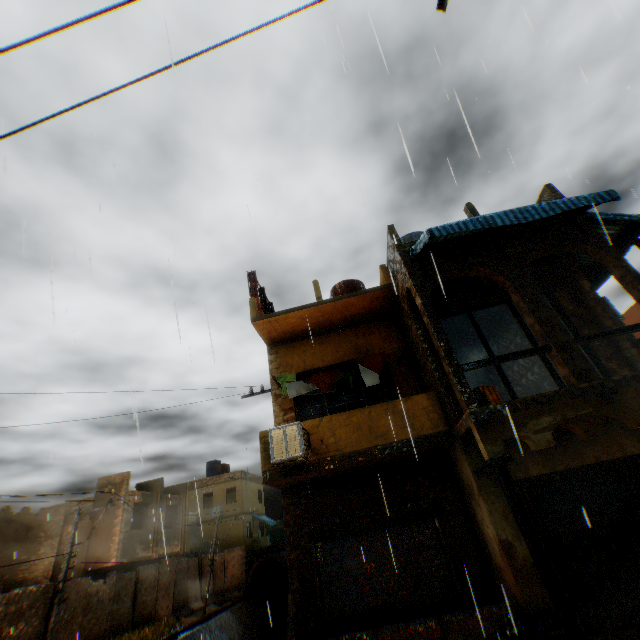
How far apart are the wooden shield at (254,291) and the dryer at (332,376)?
2.22m

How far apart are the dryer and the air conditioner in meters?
1.4 m

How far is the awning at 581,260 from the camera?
9.6m

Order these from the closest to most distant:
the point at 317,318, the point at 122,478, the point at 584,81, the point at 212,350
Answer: the point at 212,350
the point at 317,318
the point at 584,81
the point at 122,478

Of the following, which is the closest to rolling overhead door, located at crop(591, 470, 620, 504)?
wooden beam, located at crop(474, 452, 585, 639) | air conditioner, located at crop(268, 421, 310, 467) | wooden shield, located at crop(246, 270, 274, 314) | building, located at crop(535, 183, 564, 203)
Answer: building, located at crop(535, 183, 564, 203)

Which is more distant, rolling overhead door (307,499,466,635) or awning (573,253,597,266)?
awning (573,253,597,266)

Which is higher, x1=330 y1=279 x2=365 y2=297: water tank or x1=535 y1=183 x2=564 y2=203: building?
x1=330 y1=279 x2=365 y2=297: water tank

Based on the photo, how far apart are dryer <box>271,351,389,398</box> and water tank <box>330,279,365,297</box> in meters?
3.0 m
